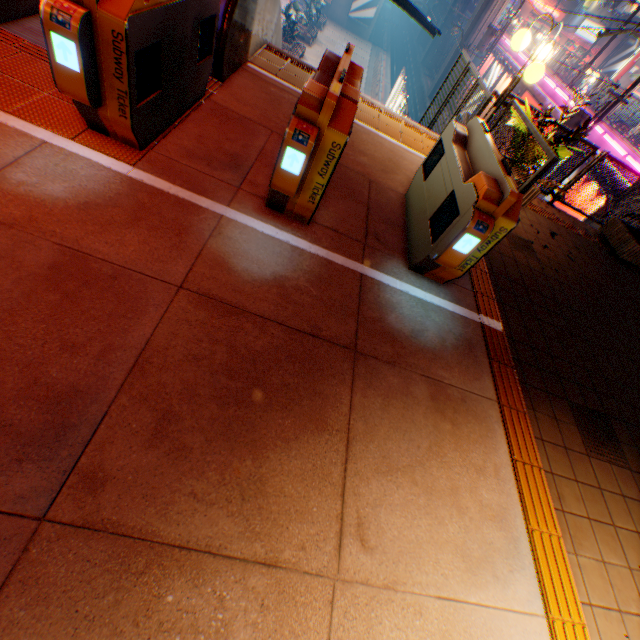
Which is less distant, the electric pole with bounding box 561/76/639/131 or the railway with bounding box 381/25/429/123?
the electric pole with bounding box 561/76/639/131

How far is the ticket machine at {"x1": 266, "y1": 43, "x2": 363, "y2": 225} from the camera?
2.5 meters

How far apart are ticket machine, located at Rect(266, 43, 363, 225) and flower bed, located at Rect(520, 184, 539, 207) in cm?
320

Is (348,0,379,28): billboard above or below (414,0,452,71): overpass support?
above

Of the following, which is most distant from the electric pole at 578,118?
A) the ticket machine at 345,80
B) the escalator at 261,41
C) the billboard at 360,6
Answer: the billboard at 360,6

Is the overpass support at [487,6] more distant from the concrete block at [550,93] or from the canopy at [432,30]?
the canopy at [432,30]

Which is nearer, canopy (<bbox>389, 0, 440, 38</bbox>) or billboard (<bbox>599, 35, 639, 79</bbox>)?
canopy (<bbox>389, 0, 440, 38</bbox>)

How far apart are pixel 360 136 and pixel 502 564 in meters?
5.8 m
